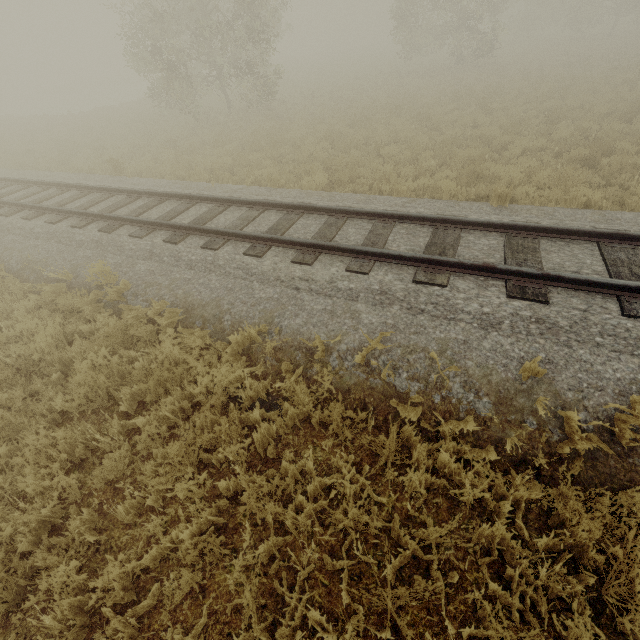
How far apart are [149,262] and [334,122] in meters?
13.5
